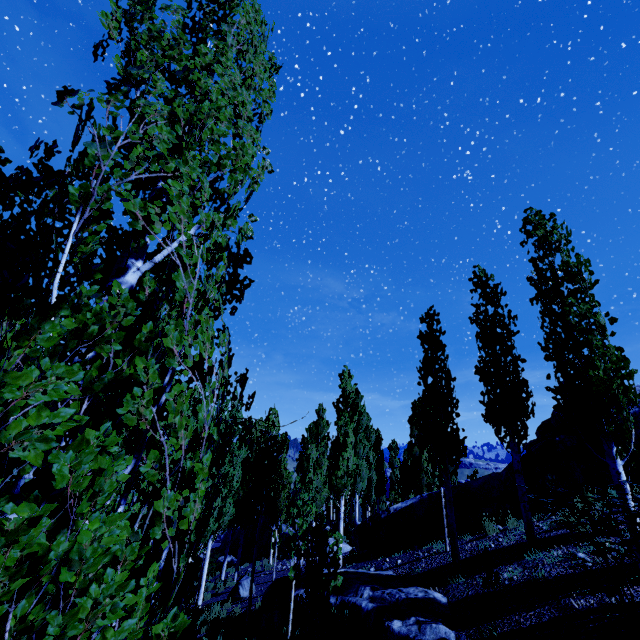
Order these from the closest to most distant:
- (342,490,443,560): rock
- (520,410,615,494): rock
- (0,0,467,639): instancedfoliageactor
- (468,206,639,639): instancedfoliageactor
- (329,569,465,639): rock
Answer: (0,0,467,639): instancedfoliageactor, (468,206,639,639): instancedfoliageactor, (329,569,465,639): rock, (520,410,615,494): rock, (342,490,443,560): rock

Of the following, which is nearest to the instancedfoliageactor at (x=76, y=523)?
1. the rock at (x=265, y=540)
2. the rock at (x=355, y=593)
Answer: the rock at (x=355, y=593)

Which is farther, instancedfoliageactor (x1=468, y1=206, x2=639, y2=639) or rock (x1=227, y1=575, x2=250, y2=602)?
rock (x1=227, y1=575, x2=250, y2=602)

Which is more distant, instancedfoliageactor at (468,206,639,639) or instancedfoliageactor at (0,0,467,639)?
instancedfoliageactor at (468,206,639,639)

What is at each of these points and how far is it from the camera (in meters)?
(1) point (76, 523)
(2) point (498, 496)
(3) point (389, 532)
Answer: (1) instancedfoliageactor, 1.17
(2) rock, 11.54
(3) rock, 14.20

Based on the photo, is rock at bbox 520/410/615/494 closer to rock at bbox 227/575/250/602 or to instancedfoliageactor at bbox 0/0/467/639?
instancedfoliageactor at bbox 0/0/467/639

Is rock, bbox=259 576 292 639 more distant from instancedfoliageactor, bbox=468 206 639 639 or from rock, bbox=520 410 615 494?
rock, bbox=520 410 615 494

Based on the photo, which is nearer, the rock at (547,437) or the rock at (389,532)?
the rock at (547,437)
